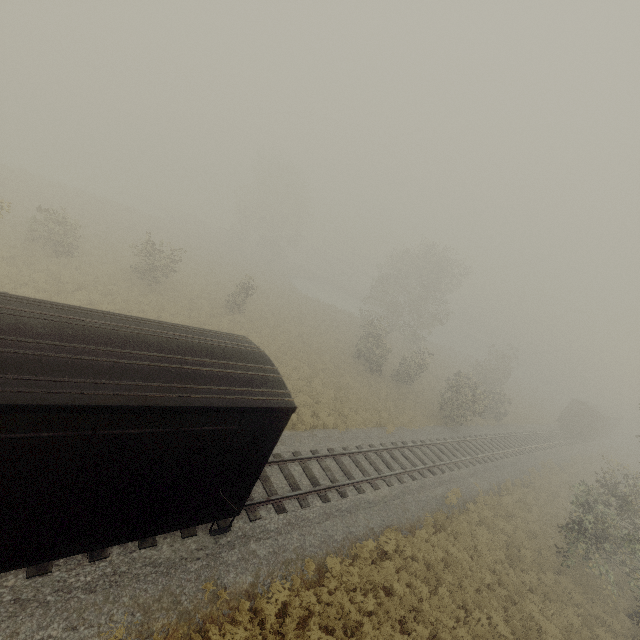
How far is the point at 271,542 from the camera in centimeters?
977cm

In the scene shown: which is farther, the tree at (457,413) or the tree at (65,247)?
the tree at (457,413)

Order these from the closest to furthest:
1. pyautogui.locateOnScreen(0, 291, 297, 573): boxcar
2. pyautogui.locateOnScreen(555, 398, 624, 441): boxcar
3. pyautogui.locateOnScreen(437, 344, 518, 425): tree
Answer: pyautogui.locateOnScreen(0, 291, 297, 573): boxcar, pyautogui.locateOnScreen(437, 344, 518, 425): tree, pyautogui.locateOnScreen(555, 398, 624, 441): boxcar

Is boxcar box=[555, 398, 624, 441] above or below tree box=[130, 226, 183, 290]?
above

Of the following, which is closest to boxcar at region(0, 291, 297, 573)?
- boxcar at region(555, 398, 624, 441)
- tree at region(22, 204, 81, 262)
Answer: tree at region(22, 204, 81, 262)

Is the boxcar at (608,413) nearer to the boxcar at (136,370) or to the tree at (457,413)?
the tree at (457,413)
